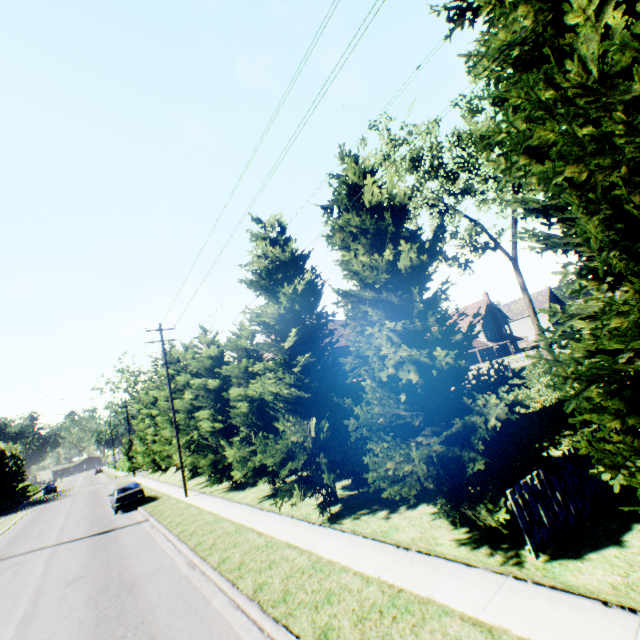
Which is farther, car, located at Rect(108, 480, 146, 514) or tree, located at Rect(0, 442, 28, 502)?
tree, located at Rect(0, 442, 28, 502)

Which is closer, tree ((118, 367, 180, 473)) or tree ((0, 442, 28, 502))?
tree ((118, 367, 180, 473))

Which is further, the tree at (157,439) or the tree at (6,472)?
the tree at (6,472)

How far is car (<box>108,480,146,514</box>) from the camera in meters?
21.9

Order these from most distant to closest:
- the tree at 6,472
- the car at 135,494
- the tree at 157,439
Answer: the tree at 6,472 → the tree at 157,439 → the car at 135,494

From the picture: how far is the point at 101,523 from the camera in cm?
2041

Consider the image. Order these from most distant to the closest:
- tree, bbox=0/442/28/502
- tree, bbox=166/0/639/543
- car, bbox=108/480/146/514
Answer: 1. tree, bbox=0/442/28/502
2. car, bbox=108/480/146/514
3. tree, bbox=166/0/639/543
